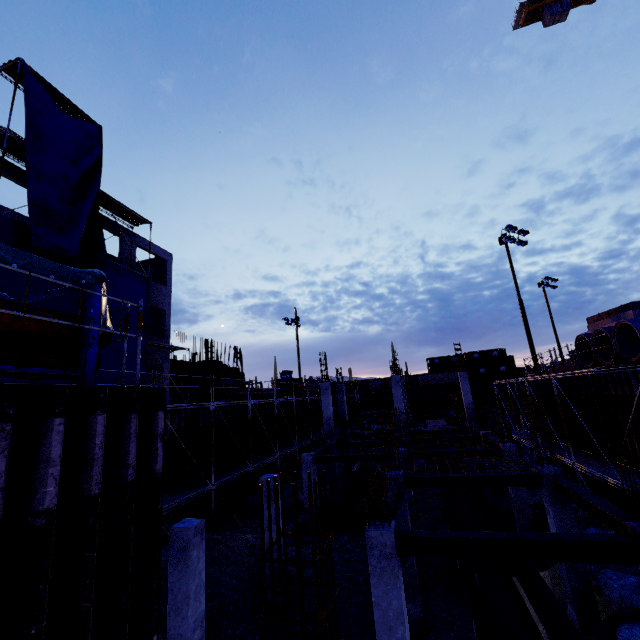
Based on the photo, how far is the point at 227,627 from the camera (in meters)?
10.84

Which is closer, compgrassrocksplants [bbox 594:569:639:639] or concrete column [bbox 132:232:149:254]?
compgrassrocksplants [bbox 594:569:639:639]

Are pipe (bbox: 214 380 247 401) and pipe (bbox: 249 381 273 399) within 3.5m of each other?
yes

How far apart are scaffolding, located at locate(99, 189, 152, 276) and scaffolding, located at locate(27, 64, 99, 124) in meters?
3.8

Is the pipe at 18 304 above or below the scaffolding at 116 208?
below

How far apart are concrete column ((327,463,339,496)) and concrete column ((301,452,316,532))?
4.4m

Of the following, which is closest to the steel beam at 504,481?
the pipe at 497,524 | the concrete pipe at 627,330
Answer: the pipe at 497,524

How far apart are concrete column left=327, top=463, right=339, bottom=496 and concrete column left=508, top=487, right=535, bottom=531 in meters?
10.3 m
